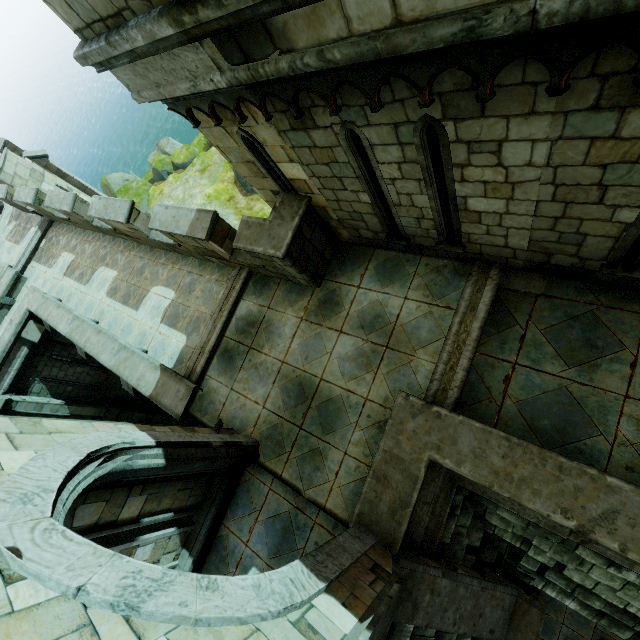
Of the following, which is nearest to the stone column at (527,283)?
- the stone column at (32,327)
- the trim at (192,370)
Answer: the trim at (192,370)

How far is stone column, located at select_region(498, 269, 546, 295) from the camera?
5.1 meters

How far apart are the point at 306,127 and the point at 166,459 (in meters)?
4.88

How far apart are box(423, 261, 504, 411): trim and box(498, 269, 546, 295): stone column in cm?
6

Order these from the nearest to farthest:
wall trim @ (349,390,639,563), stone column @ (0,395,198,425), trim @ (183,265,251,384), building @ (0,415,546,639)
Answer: building @ (0,415,546,639)
wall trim @ (349,390,639,563)
trim @ (183,265,251,384)
stone column @ (0,395,198,425)

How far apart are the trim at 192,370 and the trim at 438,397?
4.9m

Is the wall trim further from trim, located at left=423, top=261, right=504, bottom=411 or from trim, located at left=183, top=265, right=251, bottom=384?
trim, located at left=183, top=265, right=251, bottom=384

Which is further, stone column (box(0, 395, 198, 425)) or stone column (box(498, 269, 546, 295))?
stone column (box(0, 395, 198, 425))
